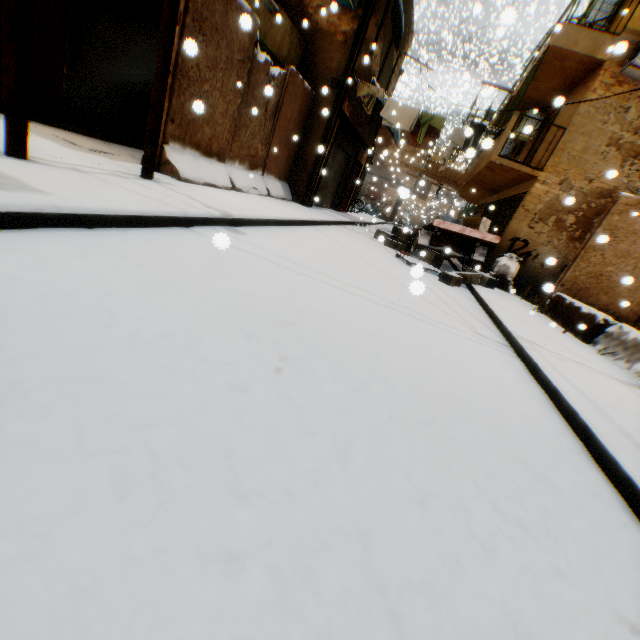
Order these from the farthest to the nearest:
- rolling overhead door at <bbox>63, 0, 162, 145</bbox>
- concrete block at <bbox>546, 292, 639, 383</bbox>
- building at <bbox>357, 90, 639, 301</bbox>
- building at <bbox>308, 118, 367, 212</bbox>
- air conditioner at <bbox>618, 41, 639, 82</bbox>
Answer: building at <bbox>308, 118, 367, 212</bbox>, building at <bbox>357, 90, 639, 301</bbox>, air conditioner at <bbox>618, 41, 639, 82</bbox>, rolling overhead door at <bbox>63, 0, 162, 145</bbox>, concrete block at <bbox>546, 292, 639, 383</bbox>

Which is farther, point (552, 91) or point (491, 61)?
point (552, 91)

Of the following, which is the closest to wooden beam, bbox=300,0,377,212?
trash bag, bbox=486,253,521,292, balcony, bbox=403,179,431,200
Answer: balcony, bbox=403,179,431,200

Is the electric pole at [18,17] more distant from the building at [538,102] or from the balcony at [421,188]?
the balcony at [421,188]

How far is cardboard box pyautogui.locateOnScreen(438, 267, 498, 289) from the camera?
8.3 meters

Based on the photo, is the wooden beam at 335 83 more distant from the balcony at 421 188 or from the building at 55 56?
the balcony at 421 188

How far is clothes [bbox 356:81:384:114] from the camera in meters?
10.4
